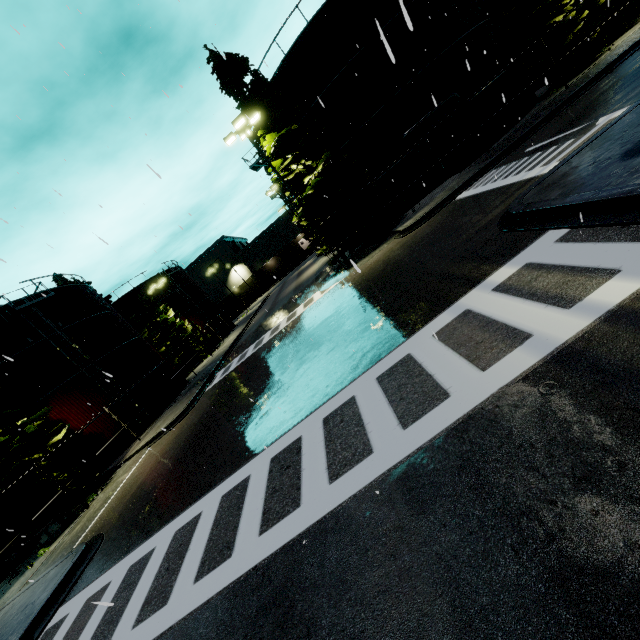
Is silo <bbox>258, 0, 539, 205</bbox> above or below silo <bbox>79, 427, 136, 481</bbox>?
above

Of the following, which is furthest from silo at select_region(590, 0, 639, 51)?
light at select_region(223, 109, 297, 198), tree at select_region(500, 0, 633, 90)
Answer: light at select_region(223, 109, 297, 198)

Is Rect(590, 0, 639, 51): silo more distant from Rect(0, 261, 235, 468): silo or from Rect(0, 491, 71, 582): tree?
Rect(0, 491, 71, 582): tree

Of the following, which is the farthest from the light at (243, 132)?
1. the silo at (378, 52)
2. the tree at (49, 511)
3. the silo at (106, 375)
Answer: the tree at (49, 511)

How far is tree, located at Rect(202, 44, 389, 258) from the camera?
18.3m

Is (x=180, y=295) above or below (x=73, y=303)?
below

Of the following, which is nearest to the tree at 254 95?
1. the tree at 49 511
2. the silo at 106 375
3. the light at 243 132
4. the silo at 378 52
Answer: the light at 243 132

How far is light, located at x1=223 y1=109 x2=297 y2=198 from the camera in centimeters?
1695cm
